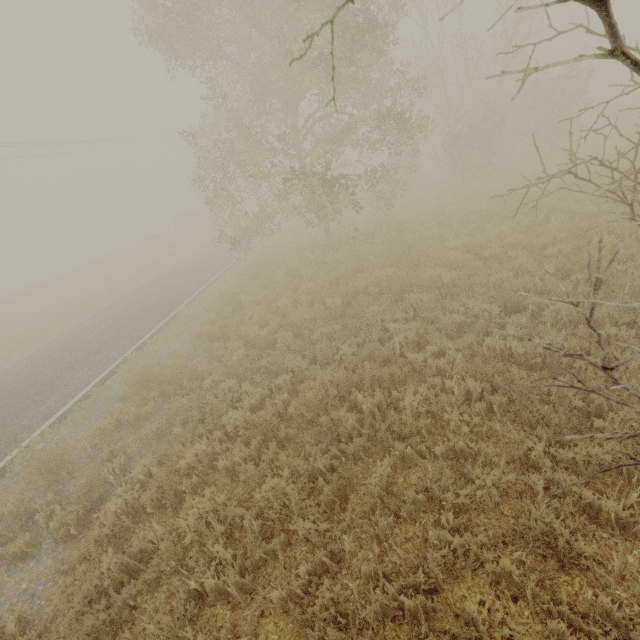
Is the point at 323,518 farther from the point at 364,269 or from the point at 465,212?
the point at 465,212
